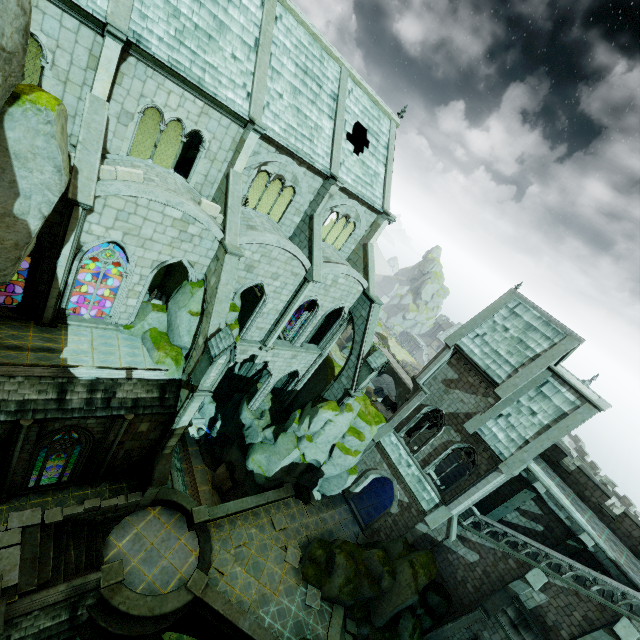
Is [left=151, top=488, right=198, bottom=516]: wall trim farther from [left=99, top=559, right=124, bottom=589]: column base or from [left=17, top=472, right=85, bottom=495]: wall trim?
[left=99, top=559, right=124, bottom=589]: column base

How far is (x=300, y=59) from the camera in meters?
18.2

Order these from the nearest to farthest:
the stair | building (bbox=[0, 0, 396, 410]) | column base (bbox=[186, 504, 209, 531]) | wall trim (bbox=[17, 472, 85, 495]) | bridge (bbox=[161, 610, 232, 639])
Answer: building (bbox=[0, 0, 396, 410]), the stair, wall trim (bbox=[17, 472, 85, 495]), bridge (bbox=[161, 610, 232, 639]), column base (bbox=[186, 504, 209, 531])

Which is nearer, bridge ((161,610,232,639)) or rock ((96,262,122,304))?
bridge ((161,610,232,639))

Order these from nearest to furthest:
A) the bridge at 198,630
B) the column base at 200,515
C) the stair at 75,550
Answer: the stair at 75,550 < the bridge at 198,630 < the column base at 200,515

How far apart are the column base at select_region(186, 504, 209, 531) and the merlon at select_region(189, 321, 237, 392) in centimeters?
901cm

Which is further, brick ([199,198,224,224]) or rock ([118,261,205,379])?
rock ([118,261,205,379])

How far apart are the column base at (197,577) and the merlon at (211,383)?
10.09m
